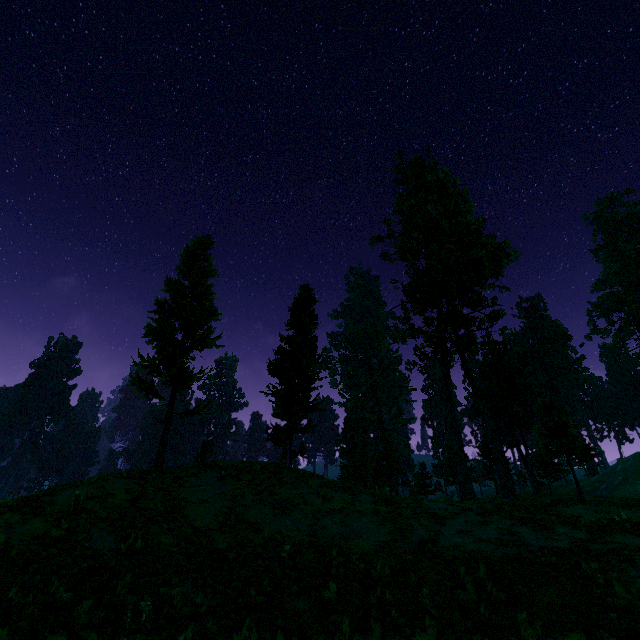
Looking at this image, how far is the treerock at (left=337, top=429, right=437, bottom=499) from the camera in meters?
29.2 m

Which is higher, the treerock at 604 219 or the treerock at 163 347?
the treerock at 604 219

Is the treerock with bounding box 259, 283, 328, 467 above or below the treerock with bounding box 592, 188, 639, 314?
below

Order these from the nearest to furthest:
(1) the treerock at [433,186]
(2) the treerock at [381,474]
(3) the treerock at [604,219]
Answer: (1) the treerock at [433,186] < (2) the treerock at [381,474] < (3) the treerock at [604,219]

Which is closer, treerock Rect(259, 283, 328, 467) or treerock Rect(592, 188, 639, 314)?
treerock Rect(259, 283, 328, 467)

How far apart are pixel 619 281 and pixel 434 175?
37.7 meters
